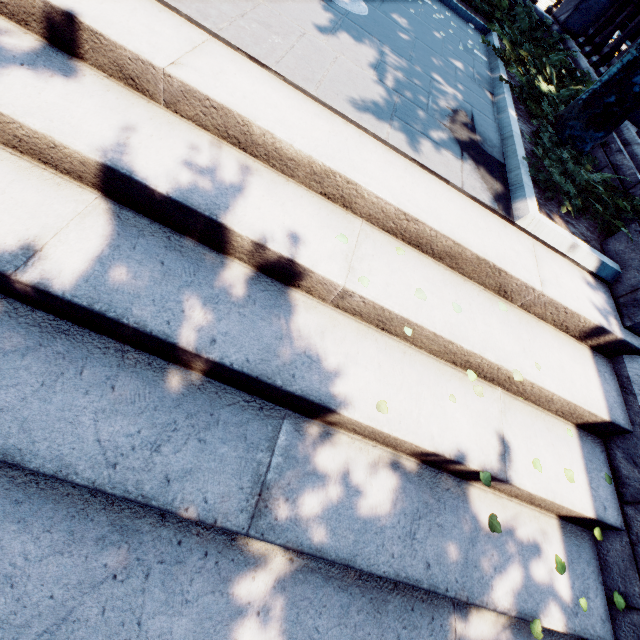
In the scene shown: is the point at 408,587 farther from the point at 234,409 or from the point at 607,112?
the point at 607,112
